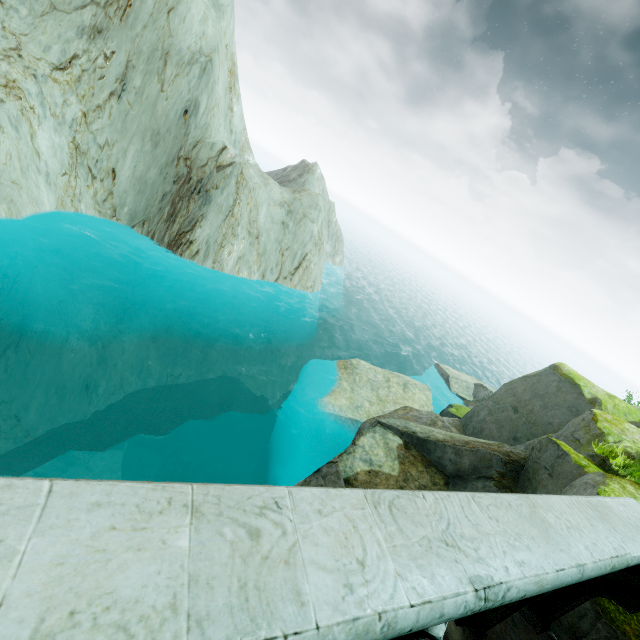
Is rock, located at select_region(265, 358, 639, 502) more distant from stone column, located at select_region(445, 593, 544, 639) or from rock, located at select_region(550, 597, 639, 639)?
stone column, located at select_region(445, 593, 544, 639)

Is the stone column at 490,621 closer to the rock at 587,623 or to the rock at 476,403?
the rock at 587,623

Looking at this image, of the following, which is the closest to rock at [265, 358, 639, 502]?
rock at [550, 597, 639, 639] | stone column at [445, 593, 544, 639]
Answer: rock at [550, 597, 639, 639]

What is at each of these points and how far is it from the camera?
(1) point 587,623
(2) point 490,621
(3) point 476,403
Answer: (1) rock, 2.7m
(2) stone column, 2.2m
(3) rock, 23.1m

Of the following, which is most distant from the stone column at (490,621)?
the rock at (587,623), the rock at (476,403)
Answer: the rock at (476,403)

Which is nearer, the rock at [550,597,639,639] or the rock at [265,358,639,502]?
the rock at [550,597,639,639]
